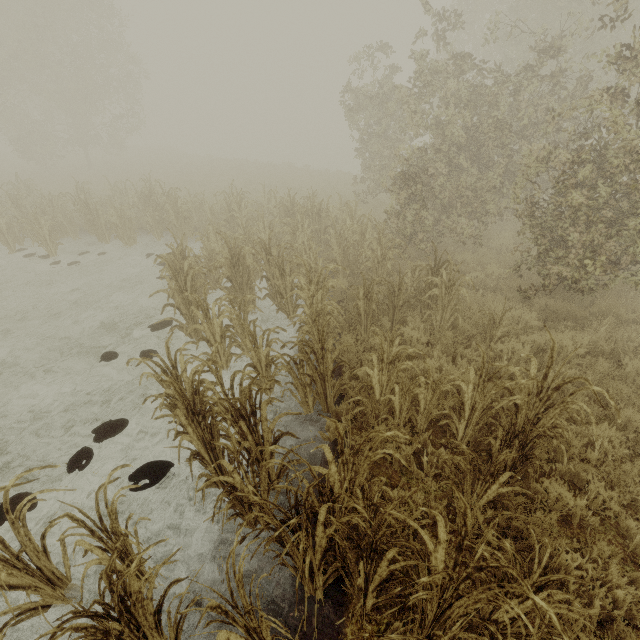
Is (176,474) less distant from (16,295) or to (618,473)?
(618,473)

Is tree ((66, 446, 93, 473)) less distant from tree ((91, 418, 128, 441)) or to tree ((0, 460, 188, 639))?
tree ((91, 418, 128, 441))

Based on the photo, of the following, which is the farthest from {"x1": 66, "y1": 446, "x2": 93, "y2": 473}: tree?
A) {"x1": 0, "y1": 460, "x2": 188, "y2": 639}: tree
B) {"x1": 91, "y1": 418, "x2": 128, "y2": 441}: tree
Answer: {"x1": 0, "y1": 460, "x2": 188, "y2": 639}: tree

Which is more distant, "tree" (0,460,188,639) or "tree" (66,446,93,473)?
"tree" (66,446,93,473)

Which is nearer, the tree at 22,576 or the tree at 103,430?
the tree at 22,576

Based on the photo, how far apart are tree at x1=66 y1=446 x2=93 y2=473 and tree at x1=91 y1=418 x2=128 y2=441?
0.13m

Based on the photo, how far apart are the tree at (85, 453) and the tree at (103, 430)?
0.1m

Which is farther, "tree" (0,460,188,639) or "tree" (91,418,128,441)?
"tree" (91,418,128,441)
